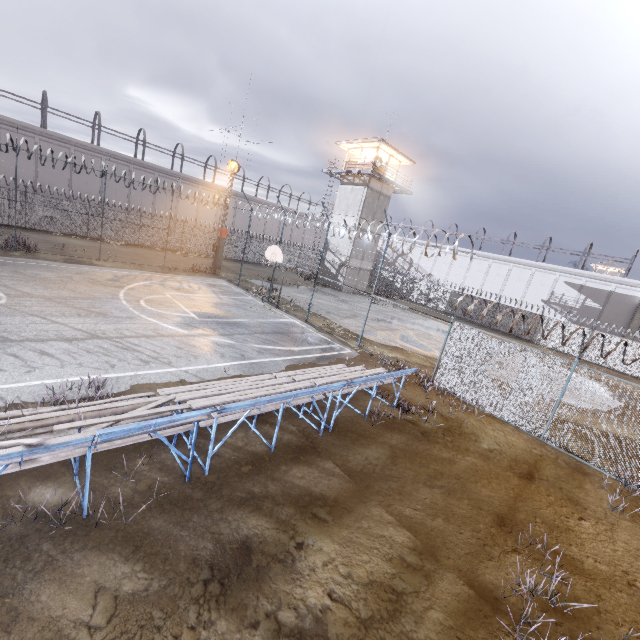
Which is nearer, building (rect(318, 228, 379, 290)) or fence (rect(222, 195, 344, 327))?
fence (rect(222, 195, 344, 327))

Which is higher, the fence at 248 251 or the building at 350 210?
the building at 350 210

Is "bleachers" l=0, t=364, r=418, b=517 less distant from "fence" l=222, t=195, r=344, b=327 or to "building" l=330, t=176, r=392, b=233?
"fence" l=222, t=195, r=344, b=327

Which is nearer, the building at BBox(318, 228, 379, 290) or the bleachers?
the bleachers

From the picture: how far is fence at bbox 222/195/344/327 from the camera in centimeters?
1770cm

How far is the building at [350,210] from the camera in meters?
32.1

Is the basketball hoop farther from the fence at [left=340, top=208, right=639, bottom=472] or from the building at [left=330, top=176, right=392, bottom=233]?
the building at [left=330, top=176, right=392, bottom=233]

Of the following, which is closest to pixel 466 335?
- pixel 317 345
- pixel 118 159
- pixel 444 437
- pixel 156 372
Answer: pixel 444 437
